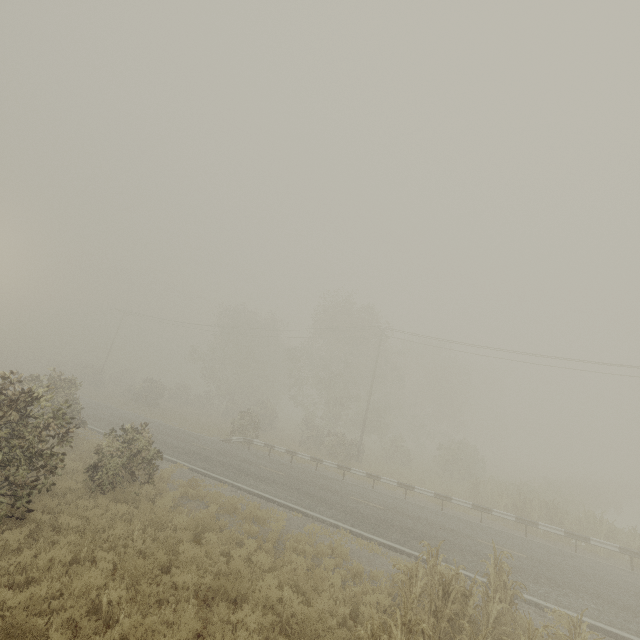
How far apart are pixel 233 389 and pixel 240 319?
10.0 meters

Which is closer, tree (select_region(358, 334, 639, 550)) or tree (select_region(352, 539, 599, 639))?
tree (select_region(352, 539, 599, 639))

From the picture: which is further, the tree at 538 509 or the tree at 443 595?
the tree at 538 509
